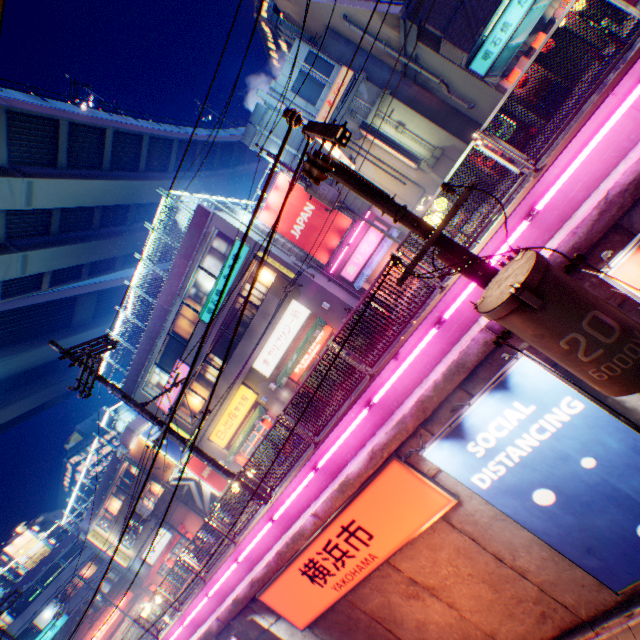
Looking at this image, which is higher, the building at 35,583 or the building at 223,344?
the building at 35,583

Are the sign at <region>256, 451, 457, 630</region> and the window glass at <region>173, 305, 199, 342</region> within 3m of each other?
no

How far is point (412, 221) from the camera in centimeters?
434cm

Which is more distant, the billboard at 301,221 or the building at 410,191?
the billboard at 301,221

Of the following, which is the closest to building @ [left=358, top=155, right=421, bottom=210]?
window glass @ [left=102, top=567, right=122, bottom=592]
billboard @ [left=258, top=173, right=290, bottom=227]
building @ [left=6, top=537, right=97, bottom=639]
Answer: billboard @ [left=258, top=173, right=290, bottom=227]

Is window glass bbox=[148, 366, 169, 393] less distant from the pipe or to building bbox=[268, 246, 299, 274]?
building bbox=[268, 246, 299, 274]

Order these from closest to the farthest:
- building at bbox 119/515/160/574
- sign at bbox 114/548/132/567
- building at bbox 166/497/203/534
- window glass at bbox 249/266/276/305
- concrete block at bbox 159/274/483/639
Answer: concrete block at bbox 159/274/483/639 < window glass at bbox 249/266/276/305 < building at bbox 166/497/203/534 < building at bbox 119/515/160/574 < sign at bbox 114/548/132/567

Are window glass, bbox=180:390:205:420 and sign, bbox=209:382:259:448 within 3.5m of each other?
yes
